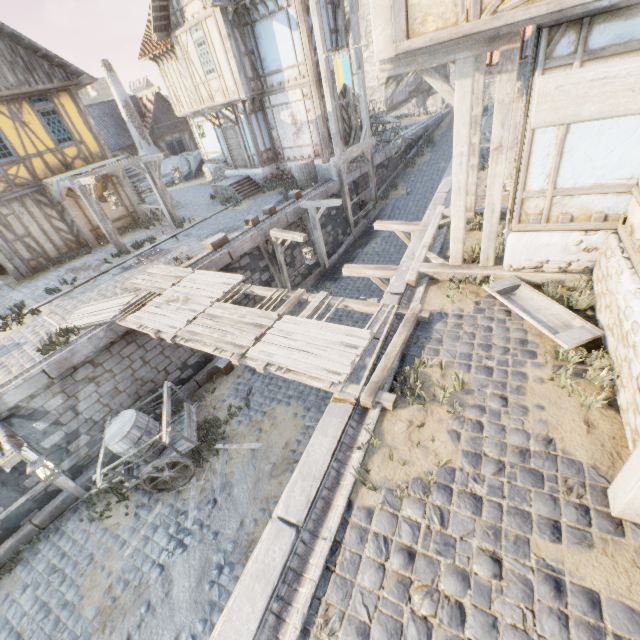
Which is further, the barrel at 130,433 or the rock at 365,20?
the rock at 365,20

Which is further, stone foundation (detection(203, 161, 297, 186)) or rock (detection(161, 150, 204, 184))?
rock (detection(161, 150, 204, 184))

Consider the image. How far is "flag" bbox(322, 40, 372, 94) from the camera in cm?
501

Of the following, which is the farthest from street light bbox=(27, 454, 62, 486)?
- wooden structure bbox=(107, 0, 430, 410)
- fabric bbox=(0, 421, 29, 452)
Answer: wooden structure bbox=(107, 0, 430, 410)

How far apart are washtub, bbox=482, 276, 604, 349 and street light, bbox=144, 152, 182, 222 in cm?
1187

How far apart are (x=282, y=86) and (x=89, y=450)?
15.6m

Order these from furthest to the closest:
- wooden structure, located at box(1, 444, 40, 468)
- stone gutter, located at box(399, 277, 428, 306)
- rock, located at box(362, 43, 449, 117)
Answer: rock, located at box(362, 43, 449, 117), stone gutter, located at box(399, 277, 428, 306), wooden structure, located at box(1, 444, 40, 468)

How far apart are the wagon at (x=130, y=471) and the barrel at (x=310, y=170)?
10.8 meters
